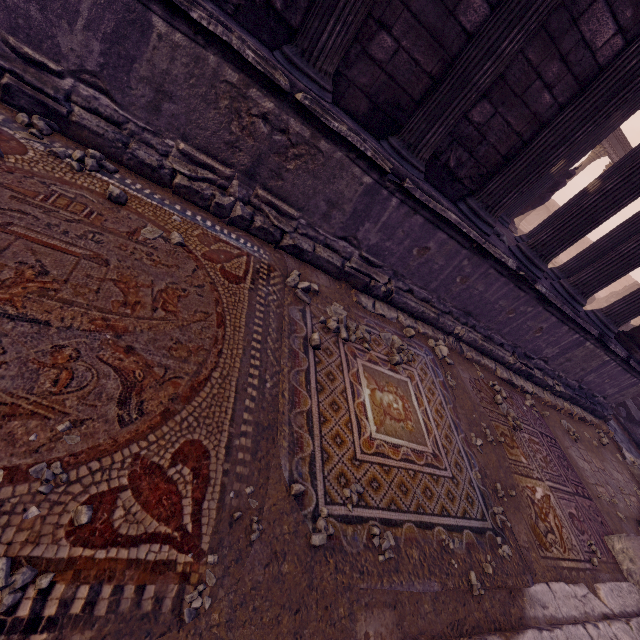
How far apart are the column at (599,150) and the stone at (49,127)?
23.9 meters

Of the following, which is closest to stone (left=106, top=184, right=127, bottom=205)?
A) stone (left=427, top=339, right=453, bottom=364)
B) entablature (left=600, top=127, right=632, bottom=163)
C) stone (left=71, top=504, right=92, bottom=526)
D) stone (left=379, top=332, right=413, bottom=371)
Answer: stone (left=71, top=504, right=92, bottom=526)

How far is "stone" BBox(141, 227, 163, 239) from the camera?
2.6 meters

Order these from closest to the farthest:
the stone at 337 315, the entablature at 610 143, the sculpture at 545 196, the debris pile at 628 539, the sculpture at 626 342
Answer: the stone at 337 315 → the debris pile at 628 539 → the sculpture at 626 342 → the sculpture at 545 196 → the entablature at 610 143

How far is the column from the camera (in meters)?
18.22

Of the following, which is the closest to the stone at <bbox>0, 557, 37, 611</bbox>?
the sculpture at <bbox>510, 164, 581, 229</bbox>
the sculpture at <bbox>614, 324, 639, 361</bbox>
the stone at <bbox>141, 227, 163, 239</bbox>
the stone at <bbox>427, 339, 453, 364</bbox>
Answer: the stone at <bbox>141, 227, 163, 239</bbox>

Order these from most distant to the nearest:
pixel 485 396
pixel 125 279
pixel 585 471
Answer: pixel 585 471
pixel 485 396
pixel 125 279

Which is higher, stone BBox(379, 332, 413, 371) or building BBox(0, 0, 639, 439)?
building BBox(0, 0, 639, 439)
